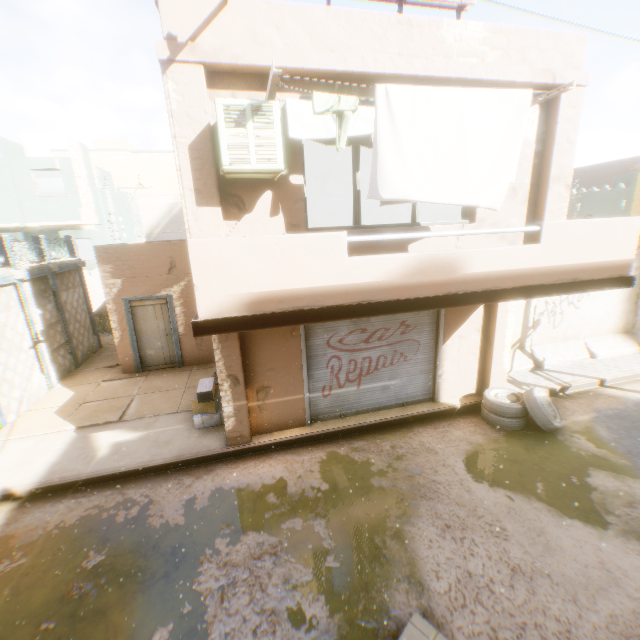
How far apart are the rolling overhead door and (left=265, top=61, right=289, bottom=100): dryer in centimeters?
60cm

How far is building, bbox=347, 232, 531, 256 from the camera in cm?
567

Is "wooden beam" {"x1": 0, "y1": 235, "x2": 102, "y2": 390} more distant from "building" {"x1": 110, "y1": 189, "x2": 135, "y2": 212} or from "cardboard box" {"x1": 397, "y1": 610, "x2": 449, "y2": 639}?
"cardboard box" {"x1": 397, "y1": 610, "x2": 449, "y2": 639}

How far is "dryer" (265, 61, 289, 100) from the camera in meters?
3.6 m

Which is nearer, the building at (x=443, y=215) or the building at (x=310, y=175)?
the building at (x=443, y=215)

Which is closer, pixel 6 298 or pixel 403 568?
pixel 403 568

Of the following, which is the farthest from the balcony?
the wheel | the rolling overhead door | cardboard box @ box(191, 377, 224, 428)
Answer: the wheel

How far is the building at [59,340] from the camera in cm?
960
